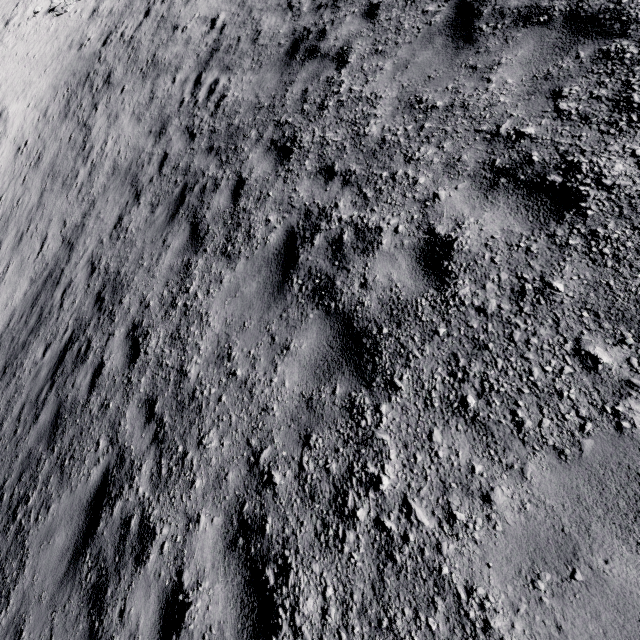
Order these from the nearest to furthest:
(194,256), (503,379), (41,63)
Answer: (503,379)
(194,256)
(41,63)
